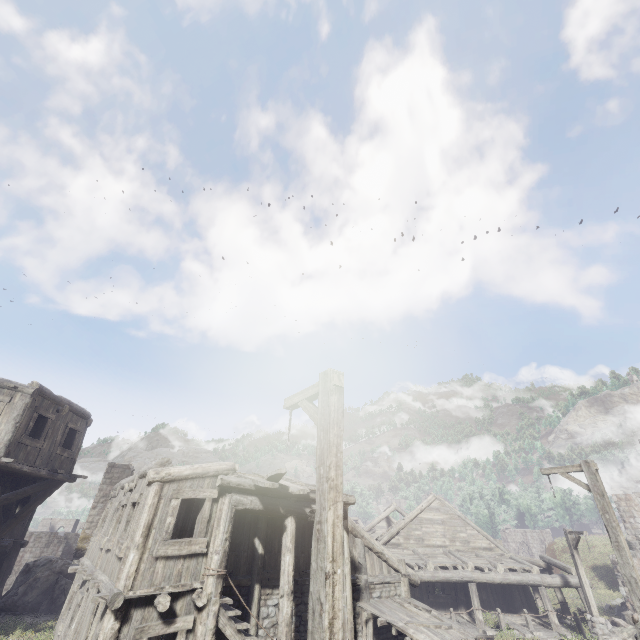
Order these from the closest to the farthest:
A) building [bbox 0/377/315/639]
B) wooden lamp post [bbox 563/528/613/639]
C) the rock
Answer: building [bbox 0/377/315/639] → wooden lamp post [bbox 563/528/613/639] → the rock

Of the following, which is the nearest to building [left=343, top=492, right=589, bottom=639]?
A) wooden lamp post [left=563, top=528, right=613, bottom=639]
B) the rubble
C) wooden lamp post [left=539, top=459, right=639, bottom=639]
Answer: the rubble

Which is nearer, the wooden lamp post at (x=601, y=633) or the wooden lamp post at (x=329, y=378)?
the wooden lamp post at (x=329, y=378)

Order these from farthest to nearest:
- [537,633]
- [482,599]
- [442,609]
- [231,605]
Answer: [482,599] → [442,609] → [537,633] → [231,605]

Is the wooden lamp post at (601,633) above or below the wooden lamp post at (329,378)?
below

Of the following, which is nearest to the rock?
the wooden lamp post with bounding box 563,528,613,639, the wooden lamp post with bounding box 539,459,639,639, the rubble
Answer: the wooden lamp post with bounding box 539,459,639,639

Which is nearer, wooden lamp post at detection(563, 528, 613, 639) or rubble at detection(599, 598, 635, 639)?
wooden lamp post at detection(563, 528, 613, 639)

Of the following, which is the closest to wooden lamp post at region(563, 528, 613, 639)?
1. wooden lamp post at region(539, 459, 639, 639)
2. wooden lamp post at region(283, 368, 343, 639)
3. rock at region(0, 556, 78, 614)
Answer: wooden lamp post at region(539, 459, 639, 639)
